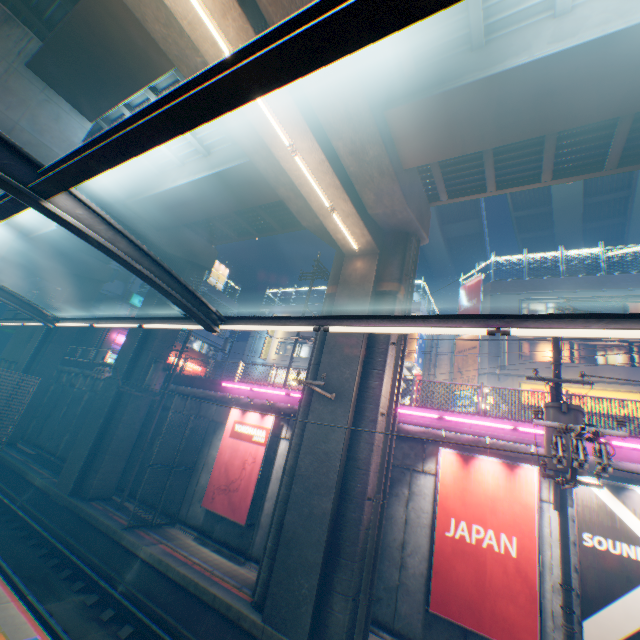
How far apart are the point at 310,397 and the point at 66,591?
10.0 meters

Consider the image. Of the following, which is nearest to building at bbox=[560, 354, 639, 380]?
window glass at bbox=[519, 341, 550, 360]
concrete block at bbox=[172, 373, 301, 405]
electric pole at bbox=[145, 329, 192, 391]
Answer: window glass at bbox=[519, 341, 550, 360]

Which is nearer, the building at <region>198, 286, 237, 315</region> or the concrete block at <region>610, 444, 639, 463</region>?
the concrete block at <region>610, 444, 639, 463</region>

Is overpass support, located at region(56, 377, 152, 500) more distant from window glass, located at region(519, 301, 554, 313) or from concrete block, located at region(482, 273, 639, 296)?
window glass, located at region(519, 301, 554, 313)

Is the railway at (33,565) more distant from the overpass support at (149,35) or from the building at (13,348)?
the building at (13,348)

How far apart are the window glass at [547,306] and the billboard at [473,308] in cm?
228

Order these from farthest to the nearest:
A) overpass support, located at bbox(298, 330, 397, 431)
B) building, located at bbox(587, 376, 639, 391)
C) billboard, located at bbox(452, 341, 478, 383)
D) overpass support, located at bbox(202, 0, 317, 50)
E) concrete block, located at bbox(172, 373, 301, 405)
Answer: billboard, located at bbox(452, 341, 478, 383)
building, located at bbox(587, 376, 639, 391)
concrete block, located at bbox(172, 373, 301, 405)
overpass support, located at bbox(298, 330, 397, 431)
overpass support, located at bbox(202, 0, 317, 50)

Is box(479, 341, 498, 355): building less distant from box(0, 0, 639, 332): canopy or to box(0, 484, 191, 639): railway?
box(0, 484, 191, 639): railway
